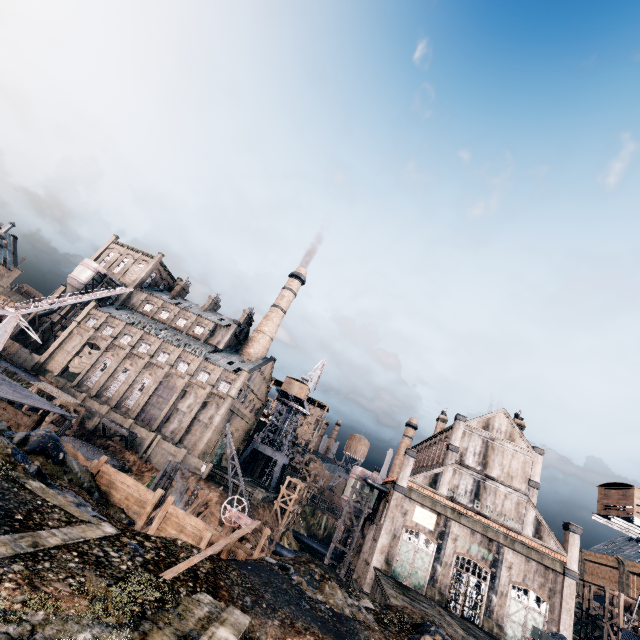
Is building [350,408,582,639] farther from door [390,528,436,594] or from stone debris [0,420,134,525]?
stone debris [0,420,134,525]

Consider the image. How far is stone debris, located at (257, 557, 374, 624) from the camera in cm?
1672

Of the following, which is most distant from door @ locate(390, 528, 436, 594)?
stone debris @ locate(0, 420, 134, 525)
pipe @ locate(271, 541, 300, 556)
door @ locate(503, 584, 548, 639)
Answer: stone debris @ locate(0, 420, 134, 525)

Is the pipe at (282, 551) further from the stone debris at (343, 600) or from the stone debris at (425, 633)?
the stone debris at (343, 600)

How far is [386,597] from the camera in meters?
27.2

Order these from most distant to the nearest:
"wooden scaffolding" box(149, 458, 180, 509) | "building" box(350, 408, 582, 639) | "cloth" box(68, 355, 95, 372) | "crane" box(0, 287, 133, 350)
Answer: "cloth" box(68, 355, 95, 372)
"wooden scaffolding" box(149, 458, 180, 509)
"building" box(350, 408, 582, 639)
"crane" box(0, 287, 133, 350)

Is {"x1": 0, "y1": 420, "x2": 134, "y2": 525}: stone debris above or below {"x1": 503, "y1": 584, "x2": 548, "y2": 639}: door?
below

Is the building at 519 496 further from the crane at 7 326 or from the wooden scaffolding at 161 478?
the crane at 7 326
